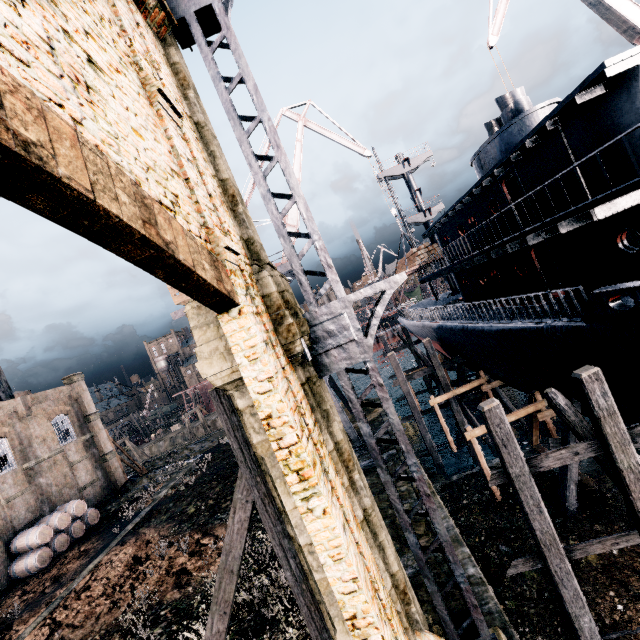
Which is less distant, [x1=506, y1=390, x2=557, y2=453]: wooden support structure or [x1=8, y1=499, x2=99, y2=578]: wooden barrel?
[x1=506, y1=390, x2=557, y2=453]: wooden support structure

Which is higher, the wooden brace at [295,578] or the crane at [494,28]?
the crane at [494,28]

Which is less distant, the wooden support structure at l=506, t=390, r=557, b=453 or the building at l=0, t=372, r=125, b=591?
the wooden support structure at l=506, t=390, r=557, b=453

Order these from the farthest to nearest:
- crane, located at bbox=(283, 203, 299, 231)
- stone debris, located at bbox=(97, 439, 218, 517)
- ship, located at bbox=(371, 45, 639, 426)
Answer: stone debris, located at bbox=(97, 439, 218, 517) → crane, located at bbox=(283, 203, 299, 231) → ship, located at bbox=(371, 45, 639, 426)

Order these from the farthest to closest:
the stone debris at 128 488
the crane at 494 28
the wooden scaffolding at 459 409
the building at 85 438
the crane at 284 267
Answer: the stone debris at 128 488 < the crane at 284 267 < the building at 85 438 < the wooden scaffolding at 459 409 < the crane at 494 28

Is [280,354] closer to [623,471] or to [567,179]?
[623,471]

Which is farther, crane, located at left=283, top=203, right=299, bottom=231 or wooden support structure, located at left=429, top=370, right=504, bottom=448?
crane, located at left=283, top=203, right=299, bottom=231

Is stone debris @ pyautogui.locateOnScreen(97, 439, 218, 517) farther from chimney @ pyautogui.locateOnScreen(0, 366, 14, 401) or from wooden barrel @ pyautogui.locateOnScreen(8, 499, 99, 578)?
chimney @ pyautogui.locateOnScreen(0, 366, 14, 401)
